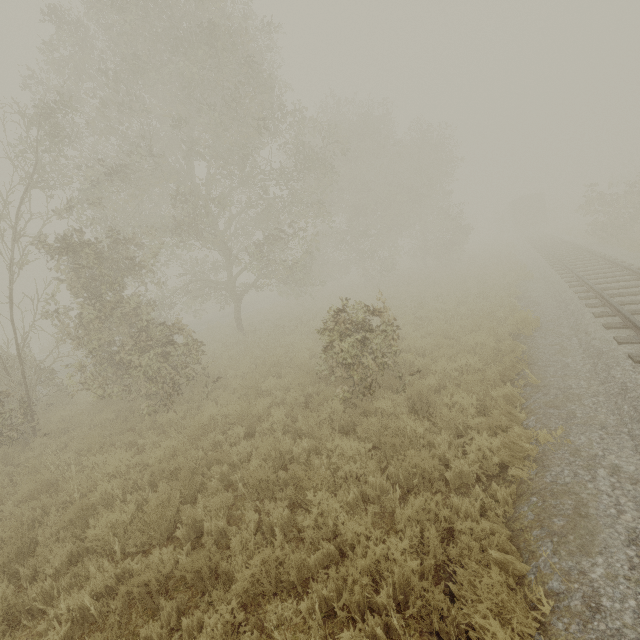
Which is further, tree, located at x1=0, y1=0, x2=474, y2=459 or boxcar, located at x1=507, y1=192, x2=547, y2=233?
boxcar, located at x1=507, y1=192, x2=547, y2=233

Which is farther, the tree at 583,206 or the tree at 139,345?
the tree at 583,206

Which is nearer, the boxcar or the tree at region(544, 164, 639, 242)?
the tree at region(544, 164, 639, 242)

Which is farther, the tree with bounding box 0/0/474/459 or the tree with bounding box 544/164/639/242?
the tree with bounding box 544/164/639/242

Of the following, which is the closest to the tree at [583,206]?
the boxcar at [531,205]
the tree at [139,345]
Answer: the boxcar at [531,205]

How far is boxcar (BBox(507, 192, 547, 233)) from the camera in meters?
40.0 m

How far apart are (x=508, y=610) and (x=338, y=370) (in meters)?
5.44

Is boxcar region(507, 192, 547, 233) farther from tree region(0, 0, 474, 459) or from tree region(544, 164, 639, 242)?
tree region(0, 0, 474, 459)
